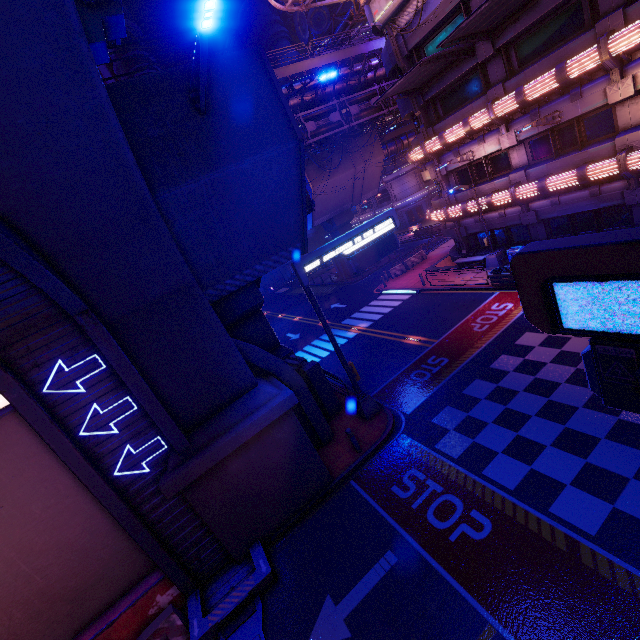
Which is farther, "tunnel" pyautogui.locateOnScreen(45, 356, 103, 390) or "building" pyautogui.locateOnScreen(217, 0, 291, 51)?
"building" pyautogui.locateOnScreen(217, 0, 291, 51)

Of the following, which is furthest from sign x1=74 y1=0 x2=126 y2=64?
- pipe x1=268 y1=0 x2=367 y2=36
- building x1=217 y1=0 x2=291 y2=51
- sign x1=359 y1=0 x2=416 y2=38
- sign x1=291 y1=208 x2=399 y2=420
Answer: building x1=217 y1=0 x2=291 y2=51

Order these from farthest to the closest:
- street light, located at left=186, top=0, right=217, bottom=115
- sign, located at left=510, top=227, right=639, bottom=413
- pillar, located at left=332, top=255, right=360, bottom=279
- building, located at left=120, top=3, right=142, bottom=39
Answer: building, located at left=120, top=3, right=142, bottom=39 < pillar, located at left=332, top=255, right=360, bottom=279 < street light, located at left=186, top=0, right=217, bottom=115 < sign, located at left=510, top=227, right=639, bottom=413

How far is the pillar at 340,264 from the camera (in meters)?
38.62

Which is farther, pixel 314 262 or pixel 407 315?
pixel 407 315

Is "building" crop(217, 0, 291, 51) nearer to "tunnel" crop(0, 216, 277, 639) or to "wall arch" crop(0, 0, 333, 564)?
"wall arch" crop(0, 0, 333, 564)

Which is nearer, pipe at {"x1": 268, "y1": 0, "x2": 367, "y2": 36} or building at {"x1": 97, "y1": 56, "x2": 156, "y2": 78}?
pipe at {"x1": 268, "y1": 0, "x2": 367, "y2": 36}

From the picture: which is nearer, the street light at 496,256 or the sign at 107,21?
the sign at 107,21
